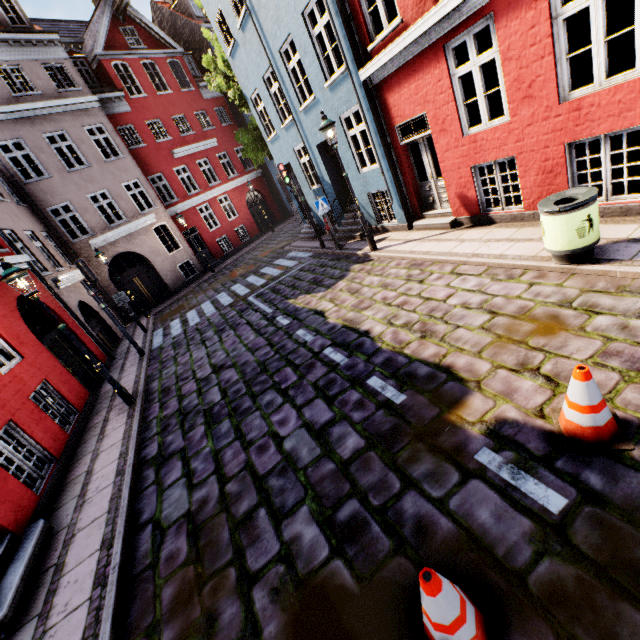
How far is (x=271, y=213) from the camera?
27.70m

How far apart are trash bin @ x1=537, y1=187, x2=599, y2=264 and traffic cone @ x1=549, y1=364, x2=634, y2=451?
2.8m

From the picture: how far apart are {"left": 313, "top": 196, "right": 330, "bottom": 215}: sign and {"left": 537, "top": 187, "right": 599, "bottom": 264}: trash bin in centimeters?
699cm

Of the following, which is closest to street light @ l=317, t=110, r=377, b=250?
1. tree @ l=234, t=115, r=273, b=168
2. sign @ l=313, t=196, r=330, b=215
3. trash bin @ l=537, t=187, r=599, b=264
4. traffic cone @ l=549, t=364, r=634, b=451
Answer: sign @ l=313, t=196, r=330, b=215

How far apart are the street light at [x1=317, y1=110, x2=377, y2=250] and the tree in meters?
10.4

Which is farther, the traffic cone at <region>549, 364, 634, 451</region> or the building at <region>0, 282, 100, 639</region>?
the building at <region>0, 282, 100, 639</region>

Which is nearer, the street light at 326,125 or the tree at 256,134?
the street light at 326,125

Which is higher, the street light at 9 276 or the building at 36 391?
the street light at 9 276
